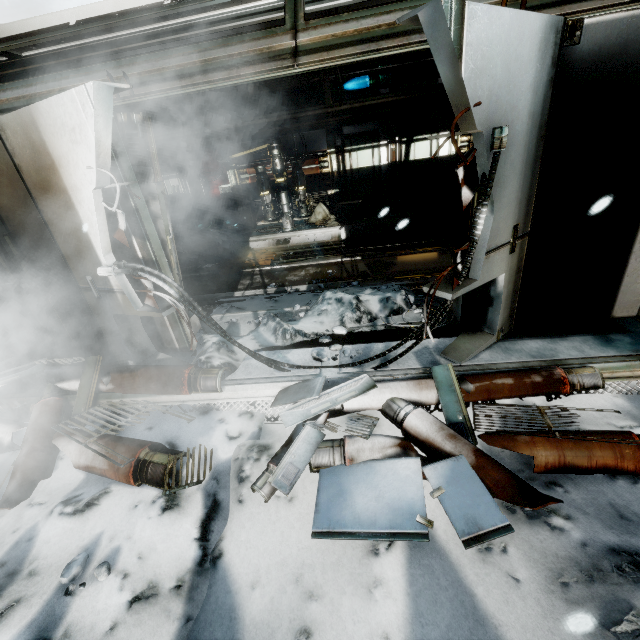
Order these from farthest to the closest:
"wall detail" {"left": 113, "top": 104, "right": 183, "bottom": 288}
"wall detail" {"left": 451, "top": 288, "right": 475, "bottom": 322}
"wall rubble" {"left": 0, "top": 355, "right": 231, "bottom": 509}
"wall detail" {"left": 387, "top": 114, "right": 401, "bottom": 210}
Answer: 1. "wall detail" {"left": 387, "top": 114, "right": 401, "bottom": 210}
2. "wall detail" {"left": 451, "top": 288, "right": 475, "bottom": 322}
3. "wall detail" {"left": 113, "top": 104, "right": 183, "bottom": 288}
4. "wall rubble" {"left": 0, "top": 355, "right": 231, "bottom": 509}

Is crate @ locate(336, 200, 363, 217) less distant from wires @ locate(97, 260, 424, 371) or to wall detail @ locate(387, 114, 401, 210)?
wall detail @ locate(387, 114, 401, 210)

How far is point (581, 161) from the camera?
2.9m

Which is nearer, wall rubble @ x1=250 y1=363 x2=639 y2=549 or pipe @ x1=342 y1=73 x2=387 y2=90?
wall rubble @ x1=250 y1=363 x2=639 y2=549

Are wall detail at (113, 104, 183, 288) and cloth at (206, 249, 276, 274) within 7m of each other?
yes

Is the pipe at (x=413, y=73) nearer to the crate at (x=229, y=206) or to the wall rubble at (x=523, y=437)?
the crate at (x=229, y=206)

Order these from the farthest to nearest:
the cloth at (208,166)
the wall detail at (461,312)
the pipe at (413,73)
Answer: the cloth at (208,166) → the pipe at (413,73) → the wall detail at (461,312)

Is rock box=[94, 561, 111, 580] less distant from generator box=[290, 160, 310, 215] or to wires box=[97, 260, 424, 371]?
wires box=[97, 260, 424, 371]
